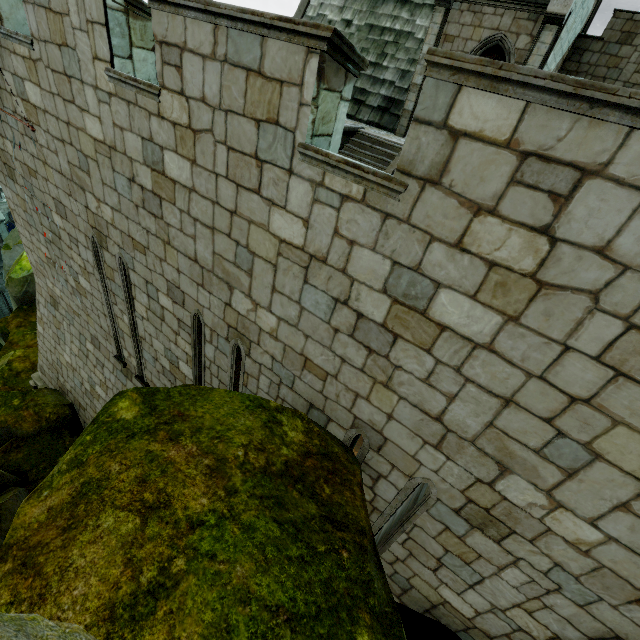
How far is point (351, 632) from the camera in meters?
2.2
